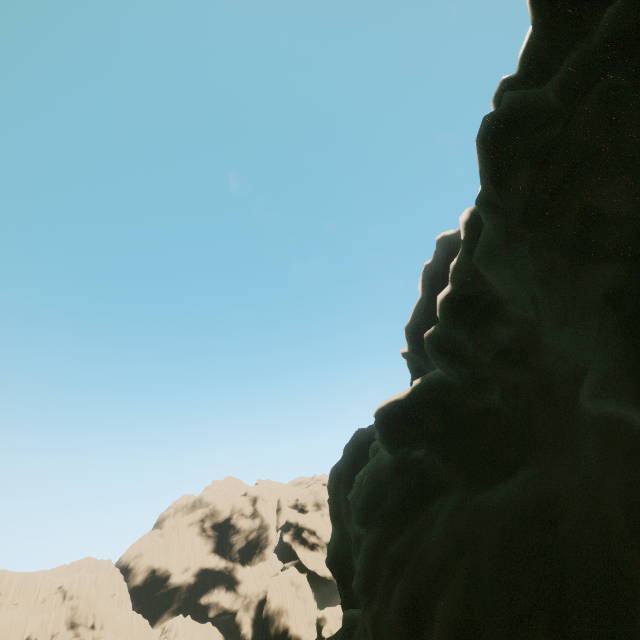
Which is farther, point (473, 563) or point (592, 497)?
point (473, 563)

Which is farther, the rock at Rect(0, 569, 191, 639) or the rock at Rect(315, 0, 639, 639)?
the rock at Rect(0, 569, 191, 639)

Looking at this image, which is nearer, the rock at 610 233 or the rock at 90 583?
the rock at 610 233
